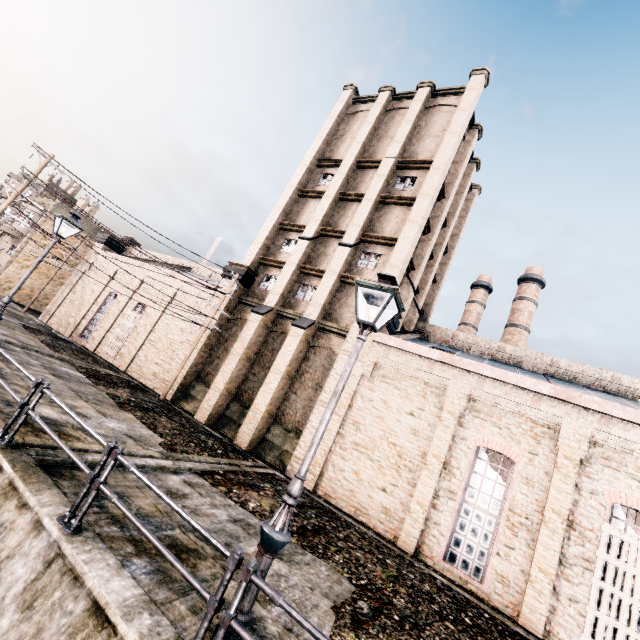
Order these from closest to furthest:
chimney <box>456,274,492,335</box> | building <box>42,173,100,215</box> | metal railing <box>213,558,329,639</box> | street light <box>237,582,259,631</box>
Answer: metal railing <box>213,558,329,639</box>
street light <box>237,582,259,631</box>
building <box>42,173,100,215</box>
chimney <box>456,274,492,335</box>

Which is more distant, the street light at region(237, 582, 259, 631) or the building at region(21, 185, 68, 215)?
the building at region(21, 185, 68, 215)

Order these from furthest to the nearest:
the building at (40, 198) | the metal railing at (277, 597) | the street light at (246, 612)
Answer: the building at (40, 198)
the street light at (246, 612)
the metal railing at (277, 597)

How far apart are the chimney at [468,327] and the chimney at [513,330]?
2.5 meters

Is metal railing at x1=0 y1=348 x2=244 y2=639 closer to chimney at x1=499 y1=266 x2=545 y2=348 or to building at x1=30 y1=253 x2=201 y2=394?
building at x1=30 y1=253 x2=201 y2=394

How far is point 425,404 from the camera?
14.6m

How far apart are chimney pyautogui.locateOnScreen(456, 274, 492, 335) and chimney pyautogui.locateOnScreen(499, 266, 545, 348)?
2.5 meters

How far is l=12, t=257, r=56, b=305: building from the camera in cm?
3725
